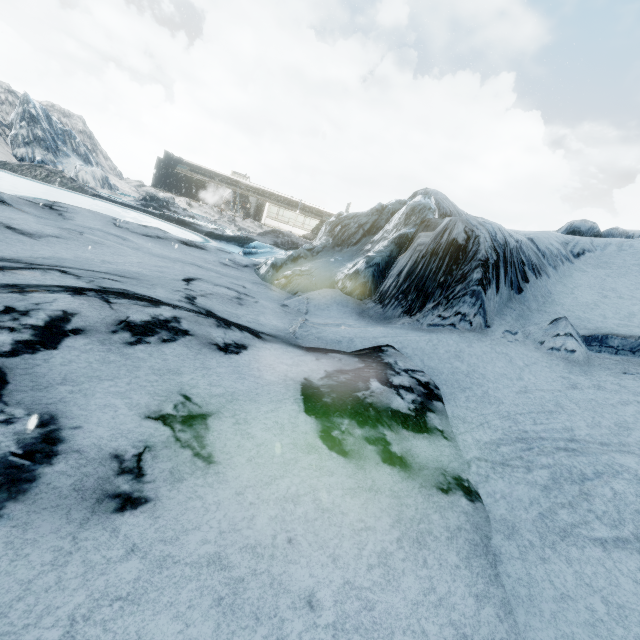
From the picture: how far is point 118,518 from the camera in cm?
168
